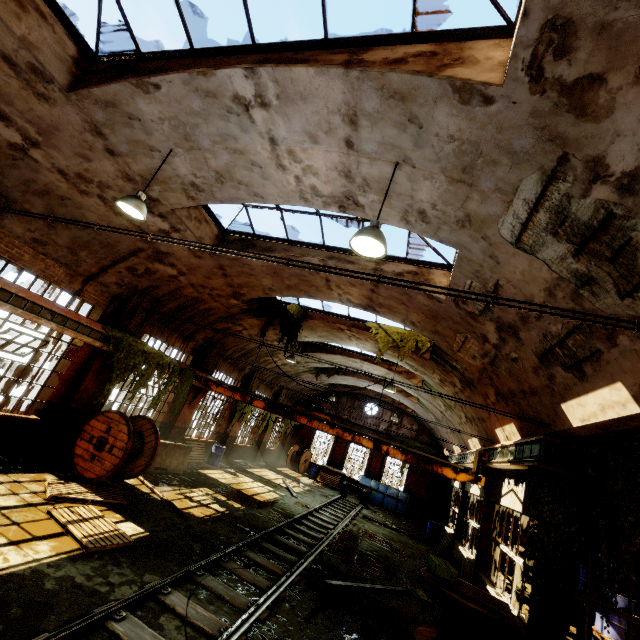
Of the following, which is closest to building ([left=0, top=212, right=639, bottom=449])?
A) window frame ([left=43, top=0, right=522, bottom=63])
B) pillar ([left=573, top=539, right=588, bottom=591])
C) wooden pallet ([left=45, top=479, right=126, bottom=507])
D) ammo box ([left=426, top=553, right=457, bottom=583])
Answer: window frame ([left=43, top=0, right=522, bottom=63])

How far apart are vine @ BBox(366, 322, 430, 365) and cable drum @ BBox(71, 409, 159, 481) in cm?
787

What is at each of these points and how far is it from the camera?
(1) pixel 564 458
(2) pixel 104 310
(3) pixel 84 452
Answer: (1) beam, 6.8m
(2) building, 10.3m
(3) cable drum, 9.1m

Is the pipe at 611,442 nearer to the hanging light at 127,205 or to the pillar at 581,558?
the hanging light at 127,205

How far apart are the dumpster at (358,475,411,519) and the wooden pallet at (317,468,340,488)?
0.0 meters

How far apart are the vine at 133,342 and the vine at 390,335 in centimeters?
777cm

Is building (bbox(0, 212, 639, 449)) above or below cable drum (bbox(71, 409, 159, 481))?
above

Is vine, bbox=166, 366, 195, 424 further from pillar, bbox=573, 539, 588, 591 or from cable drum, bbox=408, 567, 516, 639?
pillar, bbox=573, 539, 588, 591
